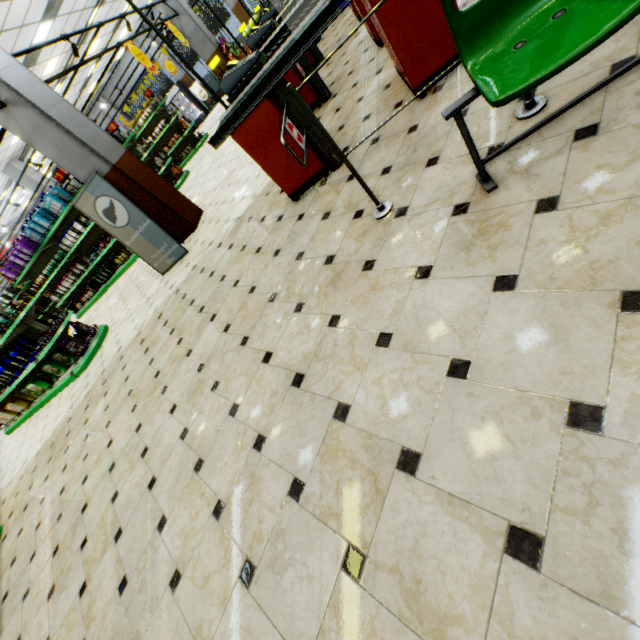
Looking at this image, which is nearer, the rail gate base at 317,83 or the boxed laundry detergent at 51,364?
the rail gate base at 317,83

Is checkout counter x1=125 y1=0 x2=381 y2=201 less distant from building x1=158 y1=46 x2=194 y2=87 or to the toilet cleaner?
building x1=158 y1=46 x2=194 y2=87

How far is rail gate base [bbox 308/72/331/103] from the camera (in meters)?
4.50

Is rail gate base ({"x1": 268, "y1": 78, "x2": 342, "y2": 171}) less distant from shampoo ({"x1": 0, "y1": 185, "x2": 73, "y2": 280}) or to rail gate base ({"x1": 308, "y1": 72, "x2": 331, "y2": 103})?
rail gate base ({"x1": 308, "y1": 72, "x2": 331, "y2": 103})

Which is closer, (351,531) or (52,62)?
(351,531)

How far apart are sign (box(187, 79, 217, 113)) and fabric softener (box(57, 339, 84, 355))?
19.9m

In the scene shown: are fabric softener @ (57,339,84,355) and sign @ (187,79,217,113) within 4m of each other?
no

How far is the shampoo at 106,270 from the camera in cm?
958
